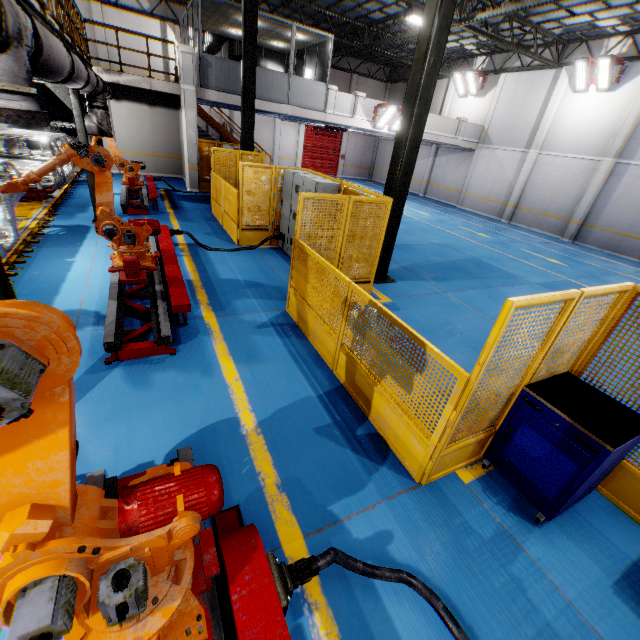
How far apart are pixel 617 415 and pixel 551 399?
0.59m

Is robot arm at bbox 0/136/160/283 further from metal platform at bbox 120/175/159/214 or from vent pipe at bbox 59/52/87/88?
metal platform at bbox 120/175/159/214

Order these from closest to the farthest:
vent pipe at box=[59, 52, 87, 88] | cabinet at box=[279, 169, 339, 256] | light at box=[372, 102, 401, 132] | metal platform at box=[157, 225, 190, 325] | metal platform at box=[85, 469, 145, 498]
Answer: metal platform at box=[85, 469, 145, 498]
vent pipe at box=[59, 52, 87, 88]
metal platform at box=[157, 225, 190, 325]
cabinet at box=[279, 169, 339, 256]
light at box=[372, 102, 401, 132]

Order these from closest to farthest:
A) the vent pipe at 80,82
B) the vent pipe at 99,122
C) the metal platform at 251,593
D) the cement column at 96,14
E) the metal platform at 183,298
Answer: the metal platform at 251,593 < the vent pipe at 80,82 < the metal platform at 183,298 < the vent pipe at 99,122 < the cement column at 96,14

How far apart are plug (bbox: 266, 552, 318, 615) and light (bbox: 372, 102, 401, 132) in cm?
1945

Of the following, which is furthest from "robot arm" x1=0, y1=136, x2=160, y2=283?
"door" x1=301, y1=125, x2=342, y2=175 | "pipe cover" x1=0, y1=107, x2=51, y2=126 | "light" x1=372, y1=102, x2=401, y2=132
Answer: "door" x1=301, y1=125, x2=342, y2=175

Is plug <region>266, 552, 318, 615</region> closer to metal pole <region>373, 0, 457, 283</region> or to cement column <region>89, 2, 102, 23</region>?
metal pole <region>373, 0, 457, 283</region>

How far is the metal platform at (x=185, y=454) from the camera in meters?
2.9
